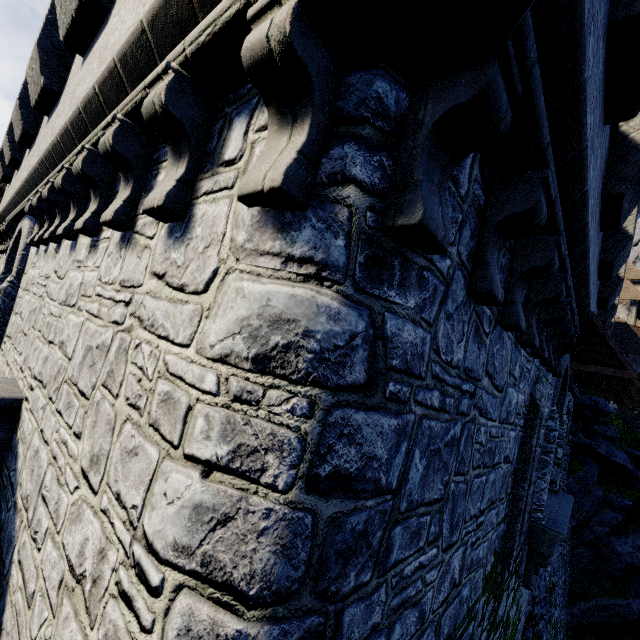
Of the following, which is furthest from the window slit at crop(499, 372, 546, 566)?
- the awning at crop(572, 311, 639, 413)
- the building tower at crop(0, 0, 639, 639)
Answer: the awning at crop(572, 311, 639, 413)

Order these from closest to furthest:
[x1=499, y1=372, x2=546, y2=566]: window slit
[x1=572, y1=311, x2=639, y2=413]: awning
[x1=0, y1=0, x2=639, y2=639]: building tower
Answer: [x1=0, y1=0, x2=639, y2=639]: building tower, [x1=499, y1=372, x2=546, y2=566]: window slit, [x1=572, y1=311, x2=639, y2=413]: awning

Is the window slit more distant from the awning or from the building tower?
the awning

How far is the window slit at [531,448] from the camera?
4.6 meters

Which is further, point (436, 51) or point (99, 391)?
point (99, 391)

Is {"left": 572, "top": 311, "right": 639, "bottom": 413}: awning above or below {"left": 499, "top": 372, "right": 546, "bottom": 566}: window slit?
above

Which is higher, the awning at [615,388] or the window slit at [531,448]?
the awning at [615,388]
